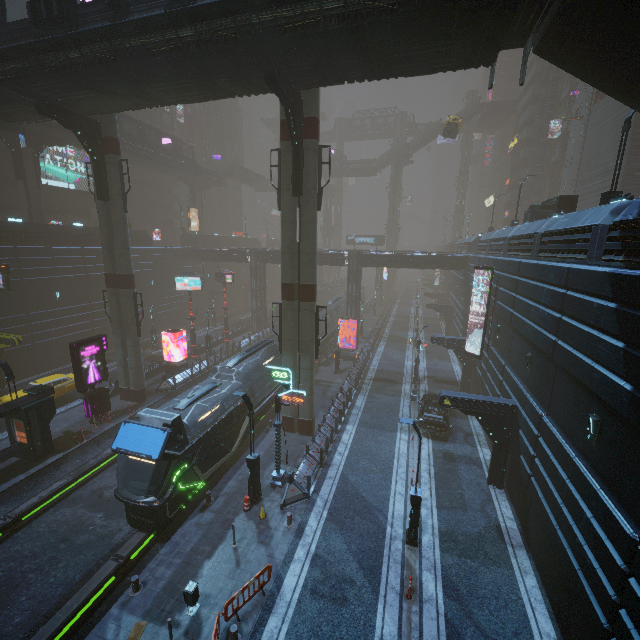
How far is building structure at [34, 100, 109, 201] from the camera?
18.22m

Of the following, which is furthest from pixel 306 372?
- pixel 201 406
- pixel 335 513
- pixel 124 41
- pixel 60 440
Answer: pixel 124 41

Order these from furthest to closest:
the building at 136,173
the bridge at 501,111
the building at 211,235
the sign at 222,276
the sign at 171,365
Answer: the bridge at 501,111, the building at 211,235, the building at 136,173, the sign at 222,276, the sign at 171,365

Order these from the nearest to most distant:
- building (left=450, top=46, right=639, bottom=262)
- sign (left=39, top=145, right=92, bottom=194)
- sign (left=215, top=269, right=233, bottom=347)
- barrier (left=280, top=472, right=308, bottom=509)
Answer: building (left=450, top=46, right=639, bottom=262), barrier (left=280, top=472, right=308, bottom=509), sign (left=215, top=269, right=233, bottom=347), sign (left=39, top=145, right=92, bottom=194)

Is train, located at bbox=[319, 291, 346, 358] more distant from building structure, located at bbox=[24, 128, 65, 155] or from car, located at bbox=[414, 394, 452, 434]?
building structure, located at bbox=[24, 128, 65, 155]

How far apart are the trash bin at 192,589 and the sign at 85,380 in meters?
15.7 m

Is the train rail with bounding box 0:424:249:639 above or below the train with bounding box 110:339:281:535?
below

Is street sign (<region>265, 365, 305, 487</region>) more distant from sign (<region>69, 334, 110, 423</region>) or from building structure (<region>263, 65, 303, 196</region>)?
sign (<region>69, 334, 110, 423</region>)
